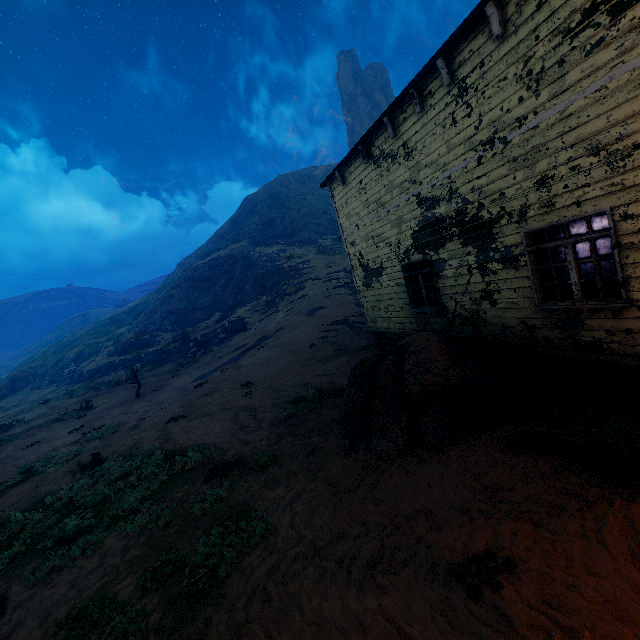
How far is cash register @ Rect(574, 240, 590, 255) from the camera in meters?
10.4 m

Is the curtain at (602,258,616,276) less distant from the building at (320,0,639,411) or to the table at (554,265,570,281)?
the building at (320,0,639,411)

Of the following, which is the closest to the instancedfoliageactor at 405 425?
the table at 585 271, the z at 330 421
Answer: the z at 330 421

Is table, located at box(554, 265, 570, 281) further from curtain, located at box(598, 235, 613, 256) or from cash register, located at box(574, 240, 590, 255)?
curtain, located at box(598, 235, 613, 256)

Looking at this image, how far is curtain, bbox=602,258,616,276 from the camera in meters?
5.0

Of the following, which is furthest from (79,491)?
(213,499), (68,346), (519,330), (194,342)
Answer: (68,346)

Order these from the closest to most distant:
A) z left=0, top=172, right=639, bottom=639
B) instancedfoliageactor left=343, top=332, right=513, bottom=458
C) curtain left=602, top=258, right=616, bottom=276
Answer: z left=0, top=172, right=639, bottom=639
curtain left=602, top=258, right=616, bottom=276
instancedfoliageactor left=343, top=332, right=513, bottom=458

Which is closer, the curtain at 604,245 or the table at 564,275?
the curtain at 604,245
